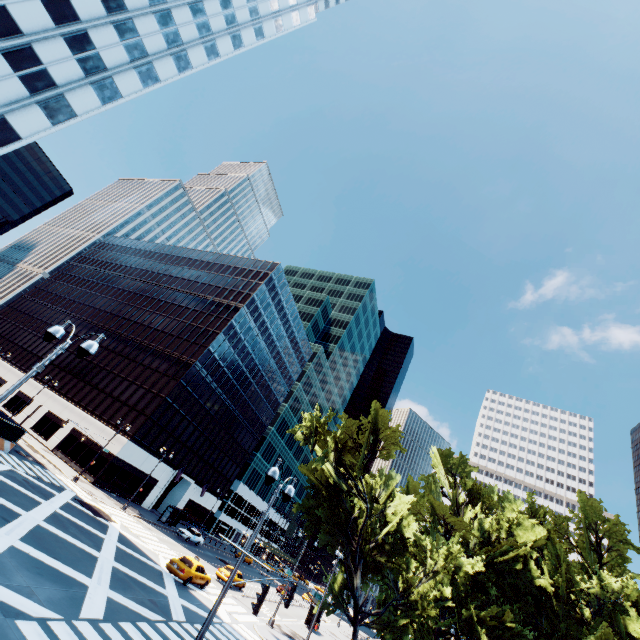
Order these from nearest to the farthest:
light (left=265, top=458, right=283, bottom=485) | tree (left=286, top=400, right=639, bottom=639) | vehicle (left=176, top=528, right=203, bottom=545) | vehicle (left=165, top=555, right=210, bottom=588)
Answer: light (left=265, top=458, right=283, bottom=485) < vehicle (left=165, top=555, right=210, bottom=588) < tree (left=286, top=400, right=639, bottom=639) < vehicle (left=176, top=528, right=203, bottom=545)

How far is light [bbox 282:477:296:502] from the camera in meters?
11.2 m

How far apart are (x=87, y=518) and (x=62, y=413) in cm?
3053

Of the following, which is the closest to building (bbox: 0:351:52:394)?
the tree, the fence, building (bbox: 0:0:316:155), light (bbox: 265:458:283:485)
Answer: the fence

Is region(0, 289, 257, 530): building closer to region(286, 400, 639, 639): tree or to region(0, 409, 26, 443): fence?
region(0, 409, 26, 443): fence

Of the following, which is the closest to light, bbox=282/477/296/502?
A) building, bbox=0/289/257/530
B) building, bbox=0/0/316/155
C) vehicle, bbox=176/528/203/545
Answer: building, bbox=0/0/316/155

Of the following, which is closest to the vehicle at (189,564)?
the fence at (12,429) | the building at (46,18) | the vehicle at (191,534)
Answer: the vehicle at (191,534)

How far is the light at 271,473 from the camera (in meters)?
9.91
